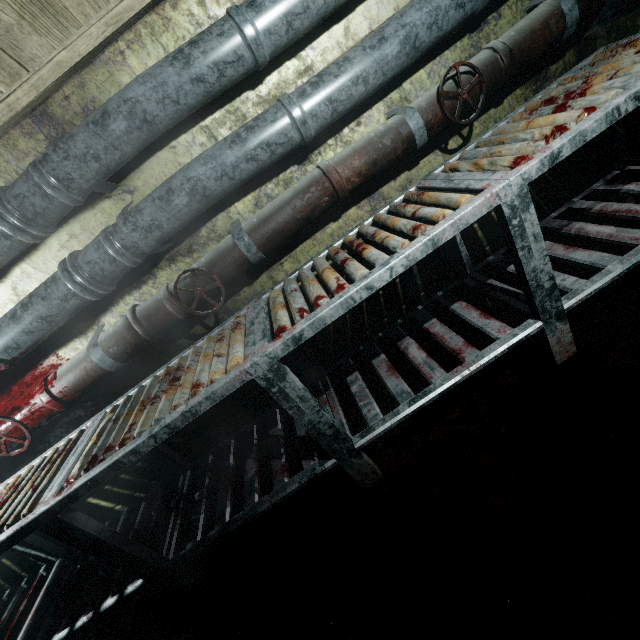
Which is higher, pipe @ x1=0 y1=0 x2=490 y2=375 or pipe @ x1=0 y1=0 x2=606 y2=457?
pipe @ x1=0 y1=0 x2=490 y2=375

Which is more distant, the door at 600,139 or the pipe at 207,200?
the door at 600,139

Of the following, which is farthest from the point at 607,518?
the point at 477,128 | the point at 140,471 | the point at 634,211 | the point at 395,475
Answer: the point at 140,471

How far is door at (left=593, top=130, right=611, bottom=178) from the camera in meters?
1.8 m

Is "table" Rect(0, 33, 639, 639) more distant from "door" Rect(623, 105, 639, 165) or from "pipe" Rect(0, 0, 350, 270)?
"pipe" Rect(0, 0, 350, 270)

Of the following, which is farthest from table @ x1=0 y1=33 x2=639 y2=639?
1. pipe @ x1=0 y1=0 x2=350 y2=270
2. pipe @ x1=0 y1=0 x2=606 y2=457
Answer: pipe @ x1=0 y1=0 x2=350 y2=270

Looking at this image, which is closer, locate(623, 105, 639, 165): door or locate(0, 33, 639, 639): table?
locate(0, 33, 639, 639): table

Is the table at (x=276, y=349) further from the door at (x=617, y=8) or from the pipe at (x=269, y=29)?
the pipe at (x=269, y=29)
